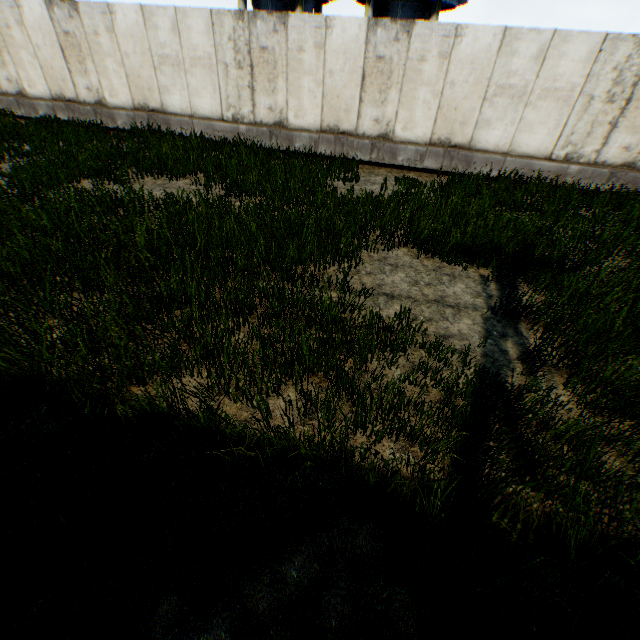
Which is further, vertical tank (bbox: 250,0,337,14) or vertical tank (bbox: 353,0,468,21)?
vertical tank (bbox: 250,0,337,14)

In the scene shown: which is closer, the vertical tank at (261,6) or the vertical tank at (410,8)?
the vertical tank at (410,8)

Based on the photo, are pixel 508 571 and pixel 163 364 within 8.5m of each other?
yes
